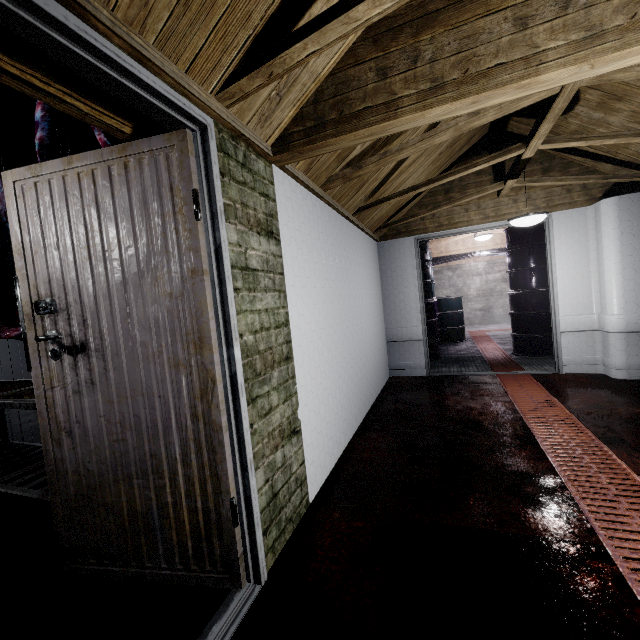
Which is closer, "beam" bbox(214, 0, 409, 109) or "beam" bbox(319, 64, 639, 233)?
"beam" bbox(214, 0, 409, 109)

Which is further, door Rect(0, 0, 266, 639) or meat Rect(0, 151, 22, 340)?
meat Rect(0, 151, 22, 340)

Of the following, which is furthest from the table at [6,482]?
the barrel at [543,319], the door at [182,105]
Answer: the barrel at [543,319]

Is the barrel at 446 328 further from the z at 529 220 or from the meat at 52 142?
the meat at 52 142

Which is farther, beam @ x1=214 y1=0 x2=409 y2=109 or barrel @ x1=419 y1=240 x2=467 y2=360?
barrel @ x1=419 y1=240 x2=467 y2=360

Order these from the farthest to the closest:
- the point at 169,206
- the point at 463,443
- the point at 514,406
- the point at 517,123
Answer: the point at 517,123, the point at 514,406, the point at 463,443, the point at 169,206

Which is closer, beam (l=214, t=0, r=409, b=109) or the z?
beam (l=214, t=0, r=409, b=109)

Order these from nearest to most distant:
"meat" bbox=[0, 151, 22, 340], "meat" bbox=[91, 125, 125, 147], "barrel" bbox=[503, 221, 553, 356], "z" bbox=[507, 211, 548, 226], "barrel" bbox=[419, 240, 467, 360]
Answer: "meat" bbox=[91, 125, 125, 147] < "meat" bbox=[0, 151, 22, 340] < "z" bbox=[507, 211, 548, 226] < "barrel" bbox=[503, 221, 553, 356] < "barrel" bbox=[419, 240, 467, 360]
